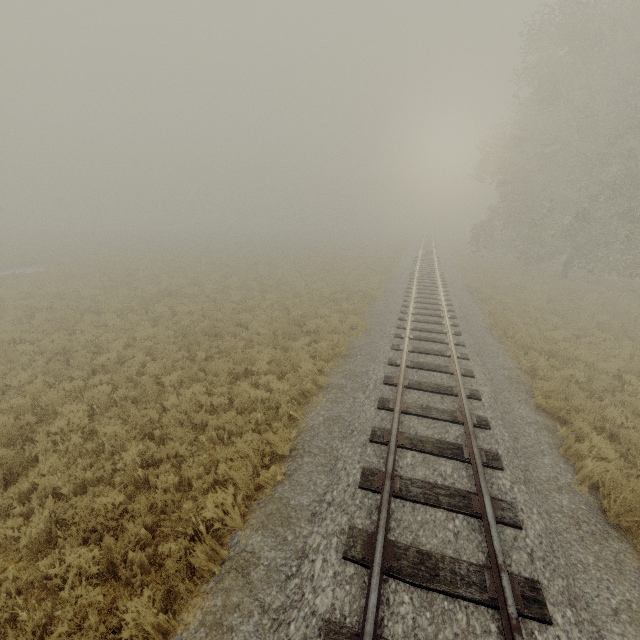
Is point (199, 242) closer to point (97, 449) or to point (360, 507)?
point (97, 449)
